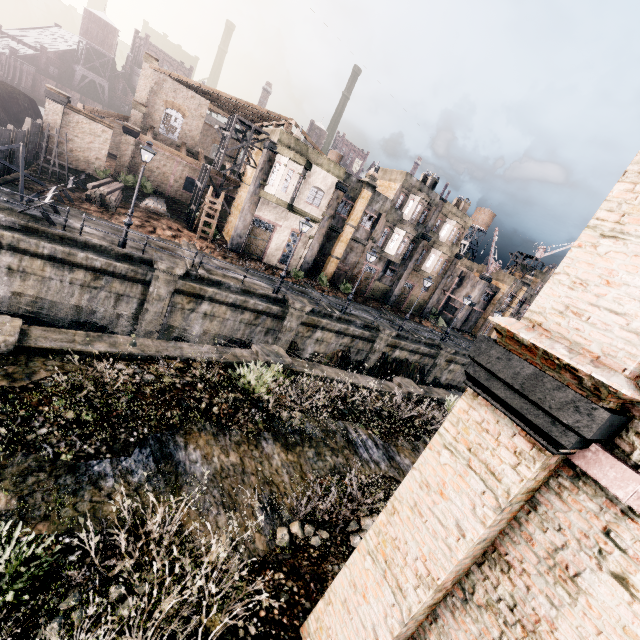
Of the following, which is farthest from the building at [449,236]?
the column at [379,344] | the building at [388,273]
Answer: the column at [379,344]

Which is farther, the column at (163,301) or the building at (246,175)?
the building at (246,175)

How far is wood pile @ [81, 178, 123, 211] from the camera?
22.06m

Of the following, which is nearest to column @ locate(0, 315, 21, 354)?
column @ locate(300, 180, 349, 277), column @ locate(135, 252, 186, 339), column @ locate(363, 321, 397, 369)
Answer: Result: column @ locate(135, 252, 186, 339)

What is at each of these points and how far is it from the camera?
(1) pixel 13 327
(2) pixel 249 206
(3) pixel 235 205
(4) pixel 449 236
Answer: (1) column, 8.9m
(2) column, 27.3m
(3) building, 32.1m
(4) building, 39.2m

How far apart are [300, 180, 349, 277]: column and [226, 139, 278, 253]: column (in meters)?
5.99

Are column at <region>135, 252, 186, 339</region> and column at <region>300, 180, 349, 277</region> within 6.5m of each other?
no

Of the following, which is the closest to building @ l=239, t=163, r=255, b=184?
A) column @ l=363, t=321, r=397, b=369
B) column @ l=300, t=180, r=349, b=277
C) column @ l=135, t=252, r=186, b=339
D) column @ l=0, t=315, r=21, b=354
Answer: column @ l=300, t=180, r=349, b=277
